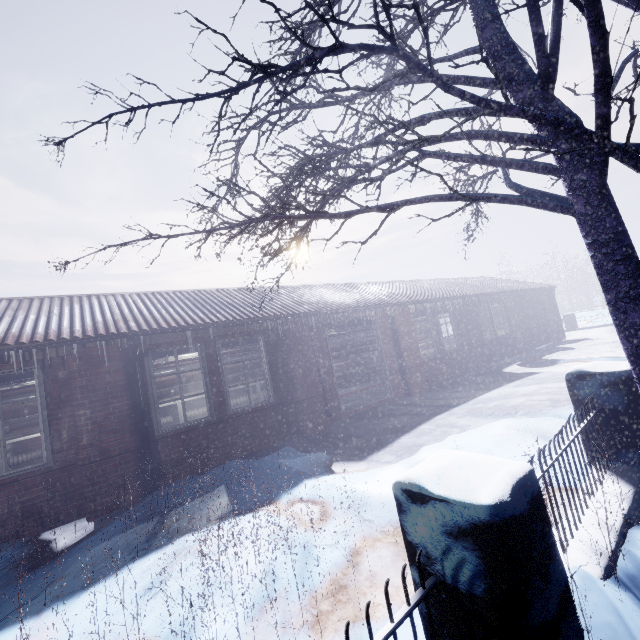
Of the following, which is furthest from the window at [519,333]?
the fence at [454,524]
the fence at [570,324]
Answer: the fence at [570,324]

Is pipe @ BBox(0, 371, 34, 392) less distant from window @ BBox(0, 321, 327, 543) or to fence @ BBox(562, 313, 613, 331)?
window @ BBox(0, 321, 327, 543)

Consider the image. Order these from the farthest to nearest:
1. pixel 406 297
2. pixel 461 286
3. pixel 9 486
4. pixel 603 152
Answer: pixel 461 286 < pixel 406 297 < pixel 9 486 < pixel 603 152

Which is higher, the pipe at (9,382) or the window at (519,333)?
the pipe at (9,382)

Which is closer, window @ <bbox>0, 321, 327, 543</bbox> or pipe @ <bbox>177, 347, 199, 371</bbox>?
window @ <bbox>0, 321, 327, 543</bbox>

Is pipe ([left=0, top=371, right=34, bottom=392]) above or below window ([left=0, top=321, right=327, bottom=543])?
above

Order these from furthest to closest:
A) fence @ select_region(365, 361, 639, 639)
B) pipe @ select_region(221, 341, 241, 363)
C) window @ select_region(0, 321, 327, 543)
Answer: pipe @ select_region(221, 341, 241, 363), window @ select_region(0, 321, 327, 543), fence @ select_region(365, 361, 639, 639)

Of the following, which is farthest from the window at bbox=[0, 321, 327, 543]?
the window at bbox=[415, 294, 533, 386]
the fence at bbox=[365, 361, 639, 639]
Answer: the fence at bbox=[365, 361, 639, 639]
